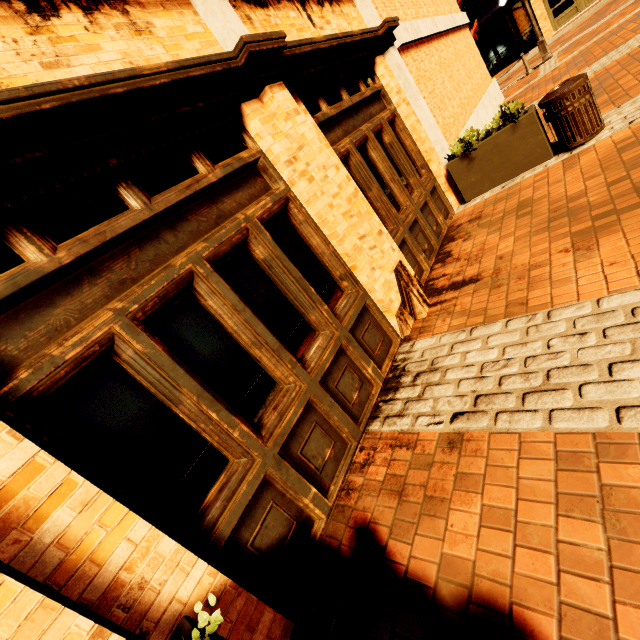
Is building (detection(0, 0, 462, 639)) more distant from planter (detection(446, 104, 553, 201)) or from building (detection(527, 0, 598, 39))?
building (detection(527, 0, 598, 39))

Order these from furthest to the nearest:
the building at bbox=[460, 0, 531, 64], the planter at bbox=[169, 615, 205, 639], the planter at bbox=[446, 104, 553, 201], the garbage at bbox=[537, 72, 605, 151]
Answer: the building at bbox=[460, 0, 531, 64] → the planter at bbox=[446, 104, 553, 201] → the garbage at bbox=[537, 72, 605, 151] → the planter at bbox=[169, 615, 205, 639]

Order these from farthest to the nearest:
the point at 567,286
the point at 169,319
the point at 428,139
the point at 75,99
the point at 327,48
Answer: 1. the point at 428,139
2. the point at 327,48
3. the point at 567,286
4. the point at 169,319
5. the point at 75,99

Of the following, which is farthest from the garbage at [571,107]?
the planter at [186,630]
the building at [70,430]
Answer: the planter at [186,630]

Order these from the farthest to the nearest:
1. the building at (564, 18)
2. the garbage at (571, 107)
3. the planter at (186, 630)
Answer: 1. the building at (564, 18)
2. the garbage at (571, 107)
3. the planter at (186, 630)

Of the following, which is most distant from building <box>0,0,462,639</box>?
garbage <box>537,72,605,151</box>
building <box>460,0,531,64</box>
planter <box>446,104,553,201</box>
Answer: building <box>460,0,531,64</box>

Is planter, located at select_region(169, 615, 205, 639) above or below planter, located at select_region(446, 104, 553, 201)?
above

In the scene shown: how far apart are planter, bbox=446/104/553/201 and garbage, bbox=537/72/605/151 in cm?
8
